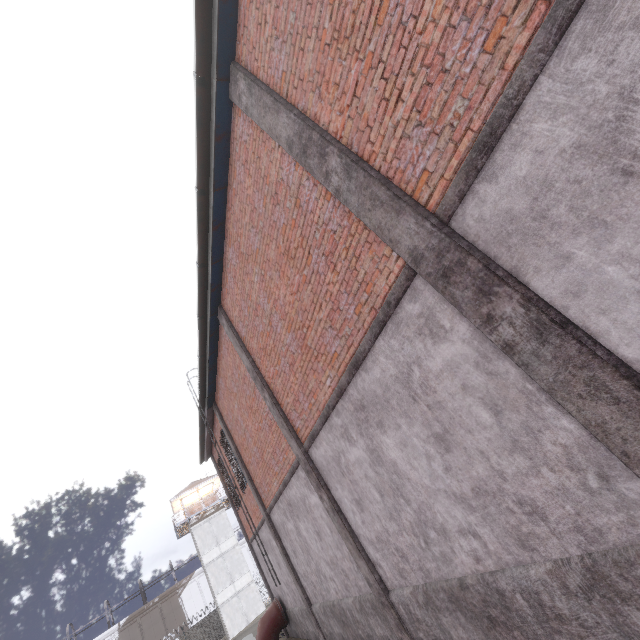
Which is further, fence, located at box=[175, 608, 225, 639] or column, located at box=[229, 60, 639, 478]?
fence, located at box=[175, 608, 225, 639]

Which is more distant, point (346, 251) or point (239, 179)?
point (239, 179)

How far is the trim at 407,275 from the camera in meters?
3.8 m

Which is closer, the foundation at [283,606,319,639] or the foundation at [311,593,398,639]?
the foundation at [311,593,398,639]

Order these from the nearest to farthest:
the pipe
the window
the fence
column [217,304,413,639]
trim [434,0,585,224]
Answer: trim [434,0,585,224], the window, column [217,304,413,639], the pipe, the fence

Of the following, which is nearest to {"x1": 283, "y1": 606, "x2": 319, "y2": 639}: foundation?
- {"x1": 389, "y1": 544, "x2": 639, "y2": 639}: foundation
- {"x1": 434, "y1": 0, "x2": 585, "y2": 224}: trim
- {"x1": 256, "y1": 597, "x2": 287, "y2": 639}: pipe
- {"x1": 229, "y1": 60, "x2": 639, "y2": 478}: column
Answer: {"x1": 256, "y1": 597, "x2": 287, "y2": 639}: pipe

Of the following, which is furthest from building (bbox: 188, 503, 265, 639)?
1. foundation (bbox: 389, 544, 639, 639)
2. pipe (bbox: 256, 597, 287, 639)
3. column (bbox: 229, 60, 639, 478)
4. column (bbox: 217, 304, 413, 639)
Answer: column (bbox: 229, 60, 639, 478)

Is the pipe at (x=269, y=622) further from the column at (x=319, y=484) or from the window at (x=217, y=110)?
the column at (x=319, y=484)
